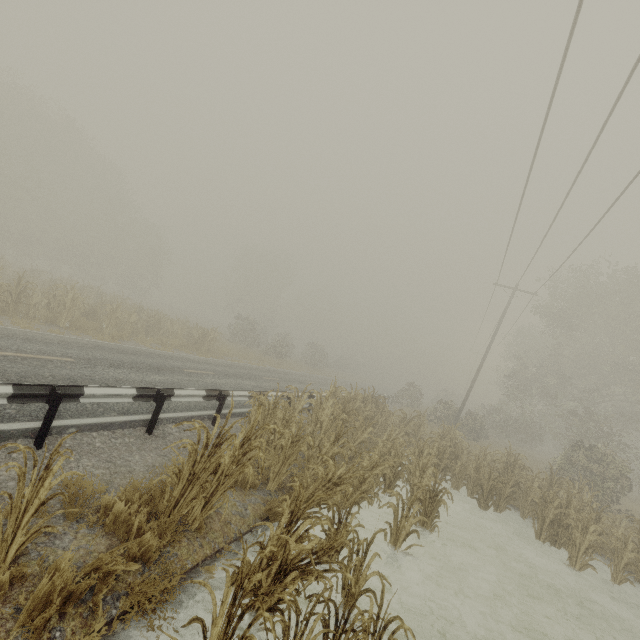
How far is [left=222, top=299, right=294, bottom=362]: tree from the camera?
33.9m

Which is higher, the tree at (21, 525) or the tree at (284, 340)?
the tree at (284, 340)

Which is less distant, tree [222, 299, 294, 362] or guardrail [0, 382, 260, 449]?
guardrail [0, 382, 260, 449]

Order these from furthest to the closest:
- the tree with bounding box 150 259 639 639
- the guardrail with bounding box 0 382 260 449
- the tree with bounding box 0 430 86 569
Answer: the guardrail with bounding box 0 382 260 449 < the tree with bounding box 150 259 639 639 < the tree with bounding box 0 430 86 569

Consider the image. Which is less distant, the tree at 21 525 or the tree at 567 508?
the tree at 21 525

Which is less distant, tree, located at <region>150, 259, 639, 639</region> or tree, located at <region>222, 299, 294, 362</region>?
tree, located at <region>150, 259, 639, 639</region>

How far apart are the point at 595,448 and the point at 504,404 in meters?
11.8 m
